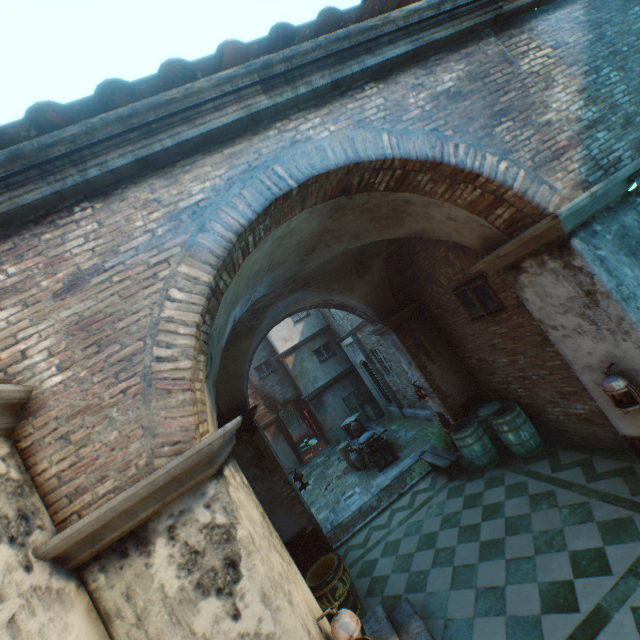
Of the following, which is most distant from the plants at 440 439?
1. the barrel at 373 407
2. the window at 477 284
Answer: the barrel at 373 407

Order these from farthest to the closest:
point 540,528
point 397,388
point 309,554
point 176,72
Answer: point 397,388, point 309,554, point 540,528, point 176,72

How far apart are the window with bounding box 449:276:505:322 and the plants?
A: 3.5 meters

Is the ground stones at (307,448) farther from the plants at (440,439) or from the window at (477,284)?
the window at (477,284)

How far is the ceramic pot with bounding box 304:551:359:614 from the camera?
5.36m

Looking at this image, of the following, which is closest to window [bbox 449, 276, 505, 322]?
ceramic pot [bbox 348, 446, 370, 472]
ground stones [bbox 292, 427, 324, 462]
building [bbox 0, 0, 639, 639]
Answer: building [bbox 0, 0, 639, 639]

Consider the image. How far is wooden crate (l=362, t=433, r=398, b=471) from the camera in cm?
1029

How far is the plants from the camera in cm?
869
